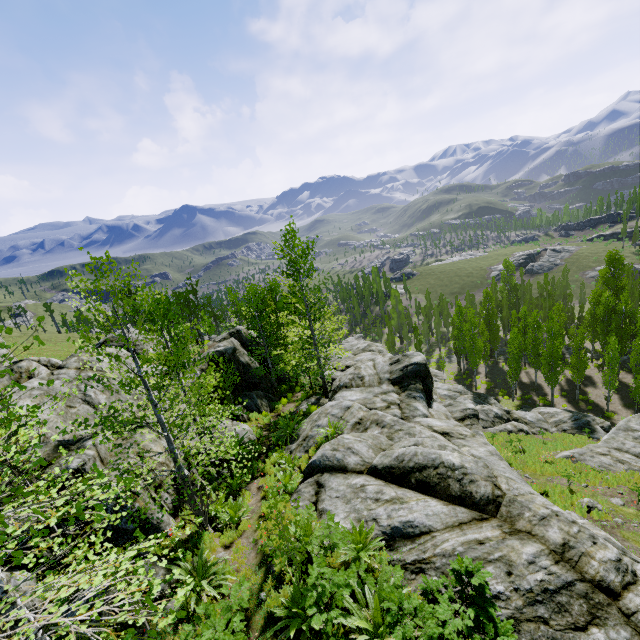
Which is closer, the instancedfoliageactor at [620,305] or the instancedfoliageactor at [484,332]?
the instancedfoliageactor at [620,305]

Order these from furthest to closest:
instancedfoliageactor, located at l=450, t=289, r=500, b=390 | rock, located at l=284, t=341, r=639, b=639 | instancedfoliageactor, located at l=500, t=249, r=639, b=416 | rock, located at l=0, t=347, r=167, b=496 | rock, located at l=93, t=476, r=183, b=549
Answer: instancedfoliageactor, located at l=450, t=289, r=500, b=390, instancedfoliageactor, located at l=500, t=249, r=639, b=416, rock, located at l=0, t=347, r=167, b=496, rock, located at l=93, t=476, r=183, b=549, rock, located at l=284, t=341, r=639, b=639

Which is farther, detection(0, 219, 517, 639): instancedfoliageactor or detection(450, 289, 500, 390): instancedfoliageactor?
detection(450, 289, 500, 390): instancedfoliageactor

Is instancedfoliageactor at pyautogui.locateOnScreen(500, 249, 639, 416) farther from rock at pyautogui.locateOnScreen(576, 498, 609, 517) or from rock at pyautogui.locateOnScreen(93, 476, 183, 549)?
rock at pyautogui.locateOnScreen(576, 498, 609, 517)

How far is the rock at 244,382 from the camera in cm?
2059

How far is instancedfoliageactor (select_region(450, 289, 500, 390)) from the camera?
41.0 meters

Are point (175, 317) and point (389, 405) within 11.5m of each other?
no

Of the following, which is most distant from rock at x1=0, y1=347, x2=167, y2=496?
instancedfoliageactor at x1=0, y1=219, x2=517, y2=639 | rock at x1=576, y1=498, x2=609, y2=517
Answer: rock at x1=576, y1=498, x2=609, y2=517
